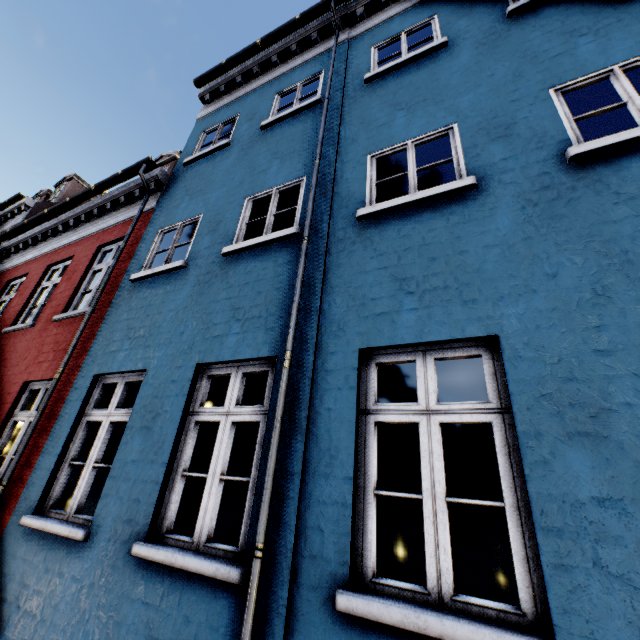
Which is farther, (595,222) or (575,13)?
(575,13)
